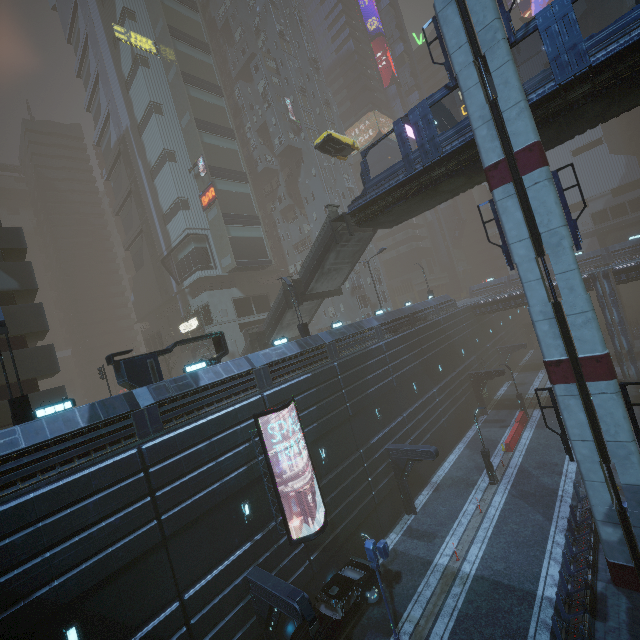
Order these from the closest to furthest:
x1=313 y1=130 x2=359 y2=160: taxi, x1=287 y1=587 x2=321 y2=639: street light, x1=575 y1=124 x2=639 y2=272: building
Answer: x1=287 y1=587 x2=321 y2=639: street light
x1=313 y1=130 x2=359 y2=160: taxi
x1=575 y1=124 x2=639 y2=272: building

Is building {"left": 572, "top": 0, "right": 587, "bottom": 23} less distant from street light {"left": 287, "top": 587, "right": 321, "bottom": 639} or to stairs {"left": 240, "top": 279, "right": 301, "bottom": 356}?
street light {"left": 287, "top": 587, "right": 321, "bottom": 639}

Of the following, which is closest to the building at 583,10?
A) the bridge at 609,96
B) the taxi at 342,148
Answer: the taxi at 342,148

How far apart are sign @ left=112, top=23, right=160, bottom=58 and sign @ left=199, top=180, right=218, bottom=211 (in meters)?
17.81

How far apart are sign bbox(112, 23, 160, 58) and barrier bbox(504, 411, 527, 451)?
57.34m

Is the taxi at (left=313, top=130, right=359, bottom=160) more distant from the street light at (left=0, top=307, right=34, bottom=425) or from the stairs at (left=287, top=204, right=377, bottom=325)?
the street light at (left=0, top=307, right=34, bottom=425)

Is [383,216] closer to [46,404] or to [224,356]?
[224,356]

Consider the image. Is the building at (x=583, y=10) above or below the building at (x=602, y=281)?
above
